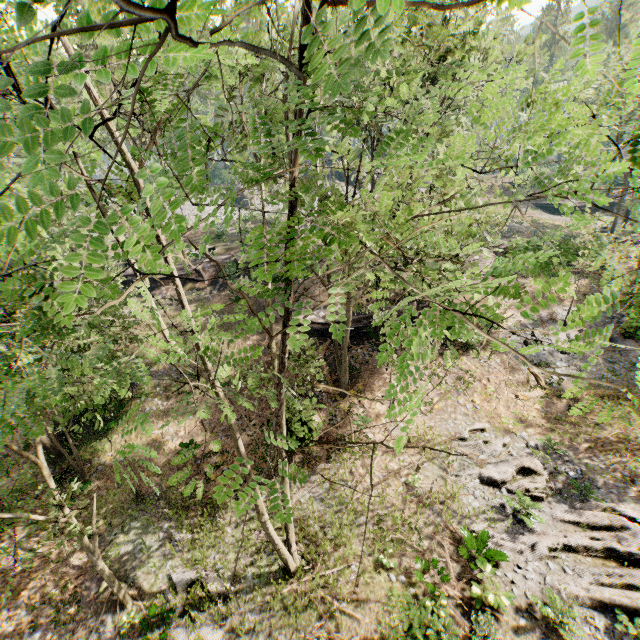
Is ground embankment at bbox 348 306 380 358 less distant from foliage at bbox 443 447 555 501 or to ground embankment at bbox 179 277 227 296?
foliage at bbox 443 447 555 501

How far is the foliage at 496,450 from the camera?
15.3 meters

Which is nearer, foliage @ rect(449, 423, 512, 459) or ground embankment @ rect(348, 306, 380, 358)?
foliage @ rect(449, 423, 512, 459)

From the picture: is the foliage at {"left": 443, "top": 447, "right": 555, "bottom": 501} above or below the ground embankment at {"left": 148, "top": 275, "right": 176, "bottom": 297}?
below

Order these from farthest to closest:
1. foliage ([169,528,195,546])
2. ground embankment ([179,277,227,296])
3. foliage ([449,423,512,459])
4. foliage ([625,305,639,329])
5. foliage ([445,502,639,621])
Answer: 1. ground embankment ([179,277,227,296])
2. foliage ([625,305,639,329])
3. foliage ([449,423,512,459])
4. foliage ([169,528,195,546])
5. foliage ([445,502,639,621])

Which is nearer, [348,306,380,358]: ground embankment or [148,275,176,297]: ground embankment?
[348,306,380,358]: ground embankment

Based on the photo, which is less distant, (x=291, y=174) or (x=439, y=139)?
(x=291, y=174)

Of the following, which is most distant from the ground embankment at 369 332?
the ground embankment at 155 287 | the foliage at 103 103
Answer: the ground embankment at 155 287
